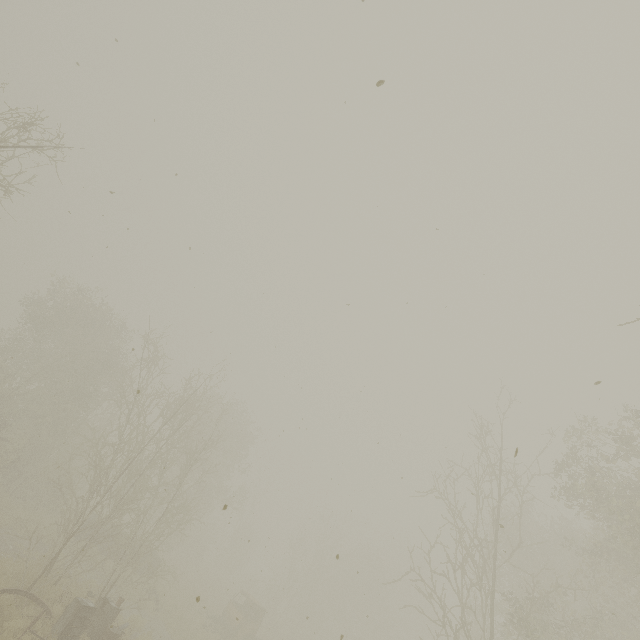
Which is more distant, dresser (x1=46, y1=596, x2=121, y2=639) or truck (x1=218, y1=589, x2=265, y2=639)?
truck (x1=218, y1=589, x2=265, y2=639)

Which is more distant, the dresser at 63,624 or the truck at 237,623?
the truck at 237,623

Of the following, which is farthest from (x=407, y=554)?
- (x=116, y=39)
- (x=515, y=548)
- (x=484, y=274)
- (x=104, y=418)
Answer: (x=116, y=39)
